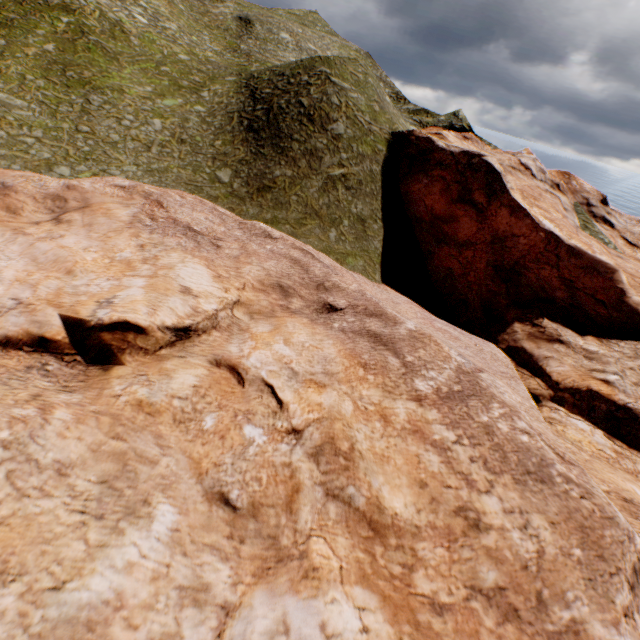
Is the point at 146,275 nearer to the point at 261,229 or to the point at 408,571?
the point at 261,229
